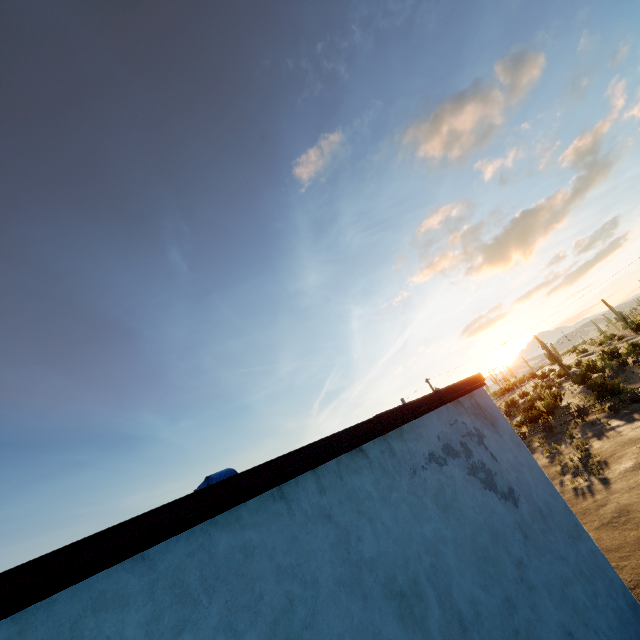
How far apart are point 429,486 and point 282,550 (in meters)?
2.21
